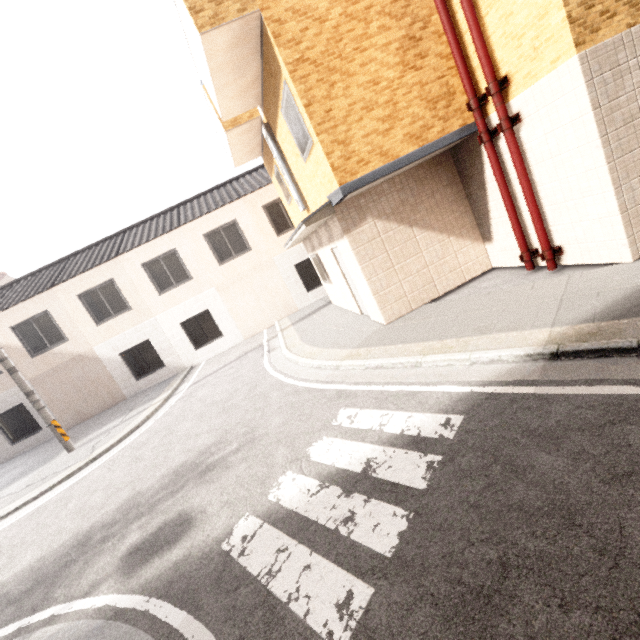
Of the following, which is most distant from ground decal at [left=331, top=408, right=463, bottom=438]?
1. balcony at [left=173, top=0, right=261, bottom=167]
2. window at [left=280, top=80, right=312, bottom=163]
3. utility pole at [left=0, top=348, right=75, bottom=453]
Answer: utility pole at [left=0, top=348, right=75, bottom=453]

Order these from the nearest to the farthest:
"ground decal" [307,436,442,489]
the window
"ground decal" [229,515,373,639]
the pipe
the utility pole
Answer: "ground decal" [229,515,373,639], "ground decal" [307,436,442,489], the pipe, the window, the utility pole

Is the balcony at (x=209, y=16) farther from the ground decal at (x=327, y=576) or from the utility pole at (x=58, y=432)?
the utility pole at (x=58, y=432)

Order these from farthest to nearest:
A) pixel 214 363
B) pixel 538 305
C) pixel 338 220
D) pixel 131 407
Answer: pixel 214 363 → pixel 131 407 → pixel 338 220 → pixel 538 305

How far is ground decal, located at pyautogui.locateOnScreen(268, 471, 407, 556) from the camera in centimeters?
271cm

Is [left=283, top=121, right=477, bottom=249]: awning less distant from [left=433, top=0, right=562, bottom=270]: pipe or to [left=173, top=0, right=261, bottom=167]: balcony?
[left=433, top=0, right=562, bottom=270]: pipe

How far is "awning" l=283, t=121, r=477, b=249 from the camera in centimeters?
593cm

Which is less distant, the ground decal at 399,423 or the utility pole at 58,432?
the ground decal at 399,423
